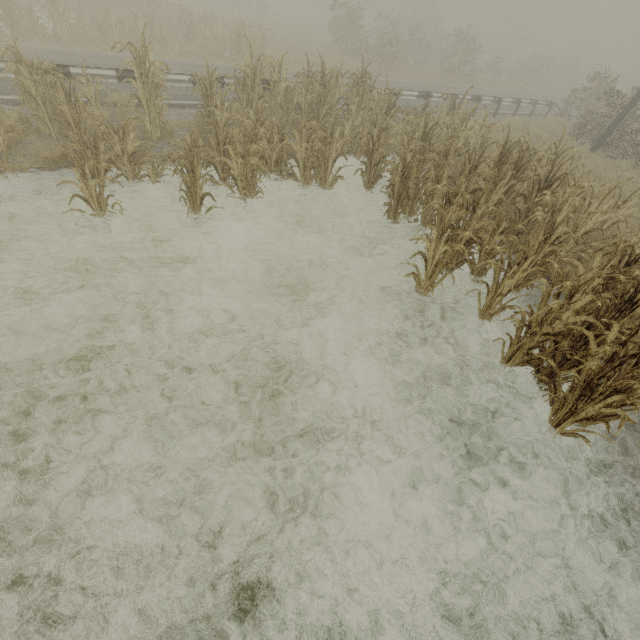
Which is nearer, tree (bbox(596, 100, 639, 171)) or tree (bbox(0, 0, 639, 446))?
tree (bbox(0, 0, 639, 446))

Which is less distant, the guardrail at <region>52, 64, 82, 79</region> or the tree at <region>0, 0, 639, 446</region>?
the tree at <region>0, 0, 639, 446</region>

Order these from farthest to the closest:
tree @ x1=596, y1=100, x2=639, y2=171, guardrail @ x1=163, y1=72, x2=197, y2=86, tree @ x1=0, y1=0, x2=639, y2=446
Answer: tree @ x1=596, y1=100, x2=639, y2=171 < guardrail @ x1=163, y1=72, x2=197, y2=86 < tree @ x1=0, y1=0, x2=639, y2=446

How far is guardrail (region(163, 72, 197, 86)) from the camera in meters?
9.2

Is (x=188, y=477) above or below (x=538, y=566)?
below

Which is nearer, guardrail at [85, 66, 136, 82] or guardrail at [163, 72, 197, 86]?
guardrail at [85, 66, 136, 82]

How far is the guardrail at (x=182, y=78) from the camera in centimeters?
923cm
